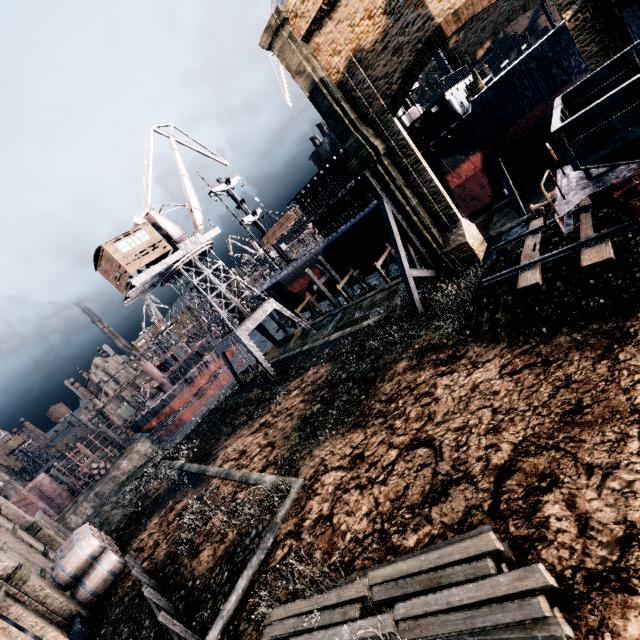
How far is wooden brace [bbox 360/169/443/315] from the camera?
19.7 meters

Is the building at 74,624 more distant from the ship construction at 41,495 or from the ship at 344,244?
the ship construction at 41,495

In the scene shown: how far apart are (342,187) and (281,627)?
33.45m

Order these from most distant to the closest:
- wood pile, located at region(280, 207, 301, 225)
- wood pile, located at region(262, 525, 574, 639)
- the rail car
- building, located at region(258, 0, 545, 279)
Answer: wood pile, located at region(280, 207, 301, 225), building, located at region(258, 0, 545, 279), the rail car, wood pile, located at region(262, 525, 574, 639)

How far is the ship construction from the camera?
57.0 meters

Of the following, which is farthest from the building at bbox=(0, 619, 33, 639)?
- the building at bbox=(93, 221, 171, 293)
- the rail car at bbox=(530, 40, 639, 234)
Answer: the building at bbox=(93, 221, 171, 293)

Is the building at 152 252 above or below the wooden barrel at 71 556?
above

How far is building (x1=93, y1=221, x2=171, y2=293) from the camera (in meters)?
26.86
